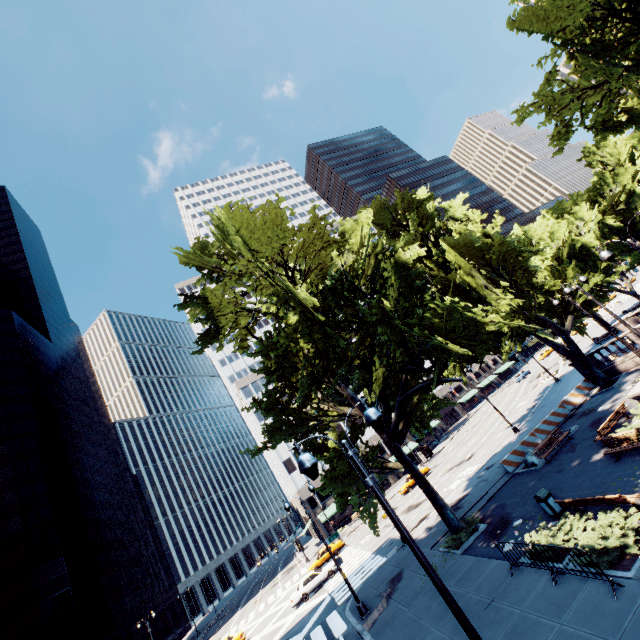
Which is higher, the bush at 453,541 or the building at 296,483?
the building at 296,483

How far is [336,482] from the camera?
18.69m

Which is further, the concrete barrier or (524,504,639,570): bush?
the concrete barrier

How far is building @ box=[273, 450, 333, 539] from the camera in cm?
5447

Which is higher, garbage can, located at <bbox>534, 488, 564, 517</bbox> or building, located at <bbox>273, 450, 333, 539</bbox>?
building, located at <bbox>273, 450, 333, 539</bbox>

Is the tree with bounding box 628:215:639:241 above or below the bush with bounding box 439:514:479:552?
above

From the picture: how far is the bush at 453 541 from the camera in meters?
17.5 m

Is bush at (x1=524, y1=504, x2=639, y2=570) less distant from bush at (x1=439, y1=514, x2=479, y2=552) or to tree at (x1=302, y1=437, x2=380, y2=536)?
bush at (x1=439, y1=514, x2=479, y2=552)
